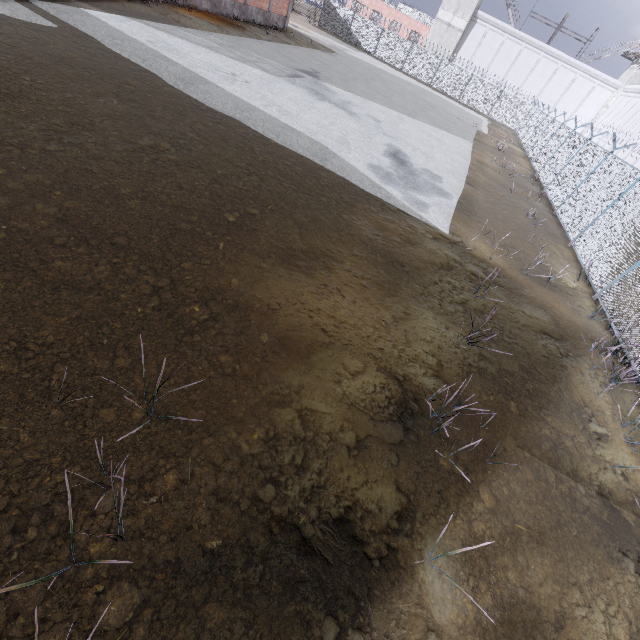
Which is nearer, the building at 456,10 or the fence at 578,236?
the fence at 578,236

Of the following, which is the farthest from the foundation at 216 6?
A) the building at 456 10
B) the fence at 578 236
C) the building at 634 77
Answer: the building at 634 77

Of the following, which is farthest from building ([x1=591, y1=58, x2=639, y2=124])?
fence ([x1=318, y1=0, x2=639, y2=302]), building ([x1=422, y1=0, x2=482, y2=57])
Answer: building ([x1=422, y1=0, x2=482, y2=57])

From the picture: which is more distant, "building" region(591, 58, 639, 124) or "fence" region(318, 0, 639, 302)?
"building" region(591, 58, 639, 124)

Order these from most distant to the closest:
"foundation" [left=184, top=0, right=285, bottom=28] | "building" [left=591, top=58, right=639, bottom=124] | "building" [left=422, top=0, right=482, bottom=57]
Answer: "building" [left=422, top=0, right=482, bottom=57]
"building" [left=591, top=58, right=639, bottom=124]
"foundation" [left=184, top=0, right=285, bottom=28]

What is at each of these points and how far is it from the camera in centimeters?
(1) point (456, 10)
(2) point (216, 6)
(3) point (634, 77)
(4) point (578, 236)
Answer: (1) building, 4012cm
(2) foundation, 1950cm
(3) building, 3747cm
(4) fence, 1193cm

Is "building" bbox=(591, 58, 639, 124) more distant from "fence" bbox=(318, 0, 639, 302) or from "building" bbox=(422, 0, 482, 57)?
"building" bbox=(422, 0, 482, 57)

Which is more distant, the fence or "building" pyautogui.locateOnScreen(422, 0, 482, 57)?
"building" pyautogui.locateOnScreen(422, 0, 482, 57)
